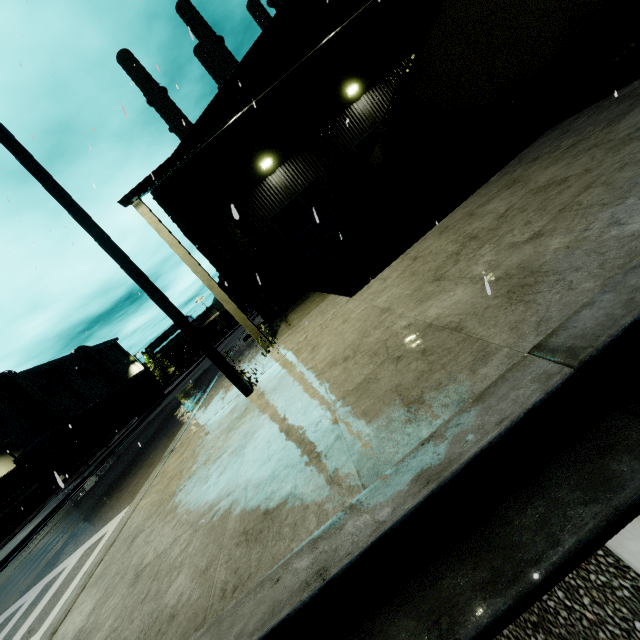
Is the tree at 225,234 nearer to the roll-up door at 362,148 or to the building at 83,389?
the building at 83,389

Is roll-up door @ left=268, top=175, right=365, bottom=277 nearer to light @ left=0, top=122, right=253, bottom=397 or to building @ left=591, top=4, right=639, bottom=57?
building @ left=591, top=4, right=639, bottom=57

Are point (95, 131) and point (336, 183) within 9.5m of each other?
no

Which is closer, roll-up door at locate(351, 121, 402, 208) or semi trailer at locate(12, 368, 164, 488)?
roll-up door at locate(351, 121, 402, 208)

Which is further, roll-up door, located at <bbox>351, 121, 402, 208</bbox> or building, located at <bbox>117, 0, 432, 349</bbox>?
roll-up door, located at <bbox>351, 121, 402, 208</bbox>

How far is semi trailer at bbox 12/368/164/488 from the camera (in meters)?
21.66

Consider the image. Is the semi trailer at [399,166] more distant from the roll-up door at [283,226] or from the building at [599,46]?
the roll-up door at [283,226]

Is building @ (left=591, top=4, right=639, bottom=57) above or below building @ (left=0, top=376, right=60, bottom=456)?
below
